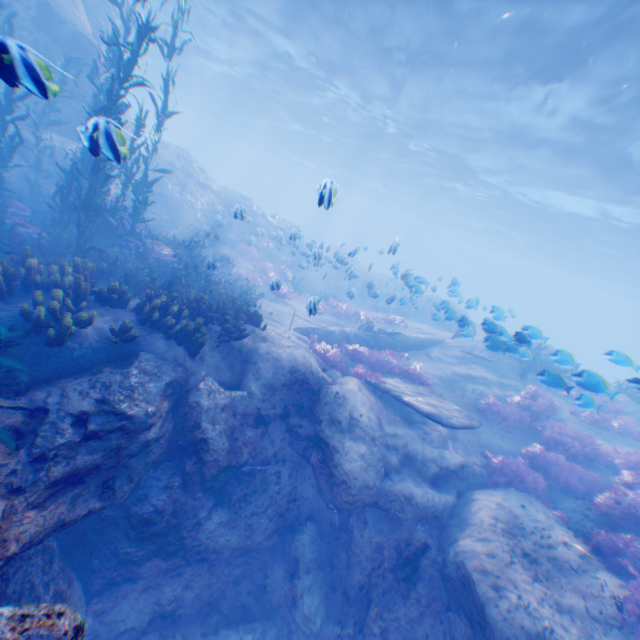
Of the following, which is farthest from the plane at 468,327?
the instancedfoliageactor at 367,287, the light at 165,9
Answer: the light at 165,9

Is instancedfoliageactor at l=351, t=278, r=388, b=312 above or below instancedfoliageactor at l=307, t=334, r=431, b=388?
above

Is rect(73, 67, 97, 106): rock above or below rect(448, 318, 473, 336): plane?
above

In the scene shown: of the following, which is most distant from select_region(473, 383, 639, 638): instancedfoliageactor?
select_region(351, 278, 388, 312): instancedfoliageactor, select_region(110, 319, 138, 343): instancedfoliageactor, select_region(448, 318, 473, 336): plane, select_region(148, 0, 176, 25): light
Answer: select_region(148, 0, 176, 25): light

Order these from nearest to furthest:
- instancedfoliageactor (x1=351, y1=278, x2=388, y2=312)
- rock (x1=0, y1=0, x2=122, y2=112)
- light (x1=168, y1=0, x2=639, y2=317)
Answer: rock (x1=0, y1=0, x2=122, y2=112) → light (x1=168, y1=0, x2=639, y2=317) → instancedfoliageactor (x1=351, y1=278, x2=388, y2=312)

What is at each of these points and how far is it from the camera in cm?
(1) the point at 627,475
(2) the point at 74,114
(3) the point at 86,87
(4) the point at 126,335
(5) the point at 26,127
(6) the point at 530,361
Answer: (1) instancedfoliageactor, 890
(2) rock, 1361
(3) rock, 1338
(4) instancedfoliageactor, 620
(5) rock, 1390
(6) instancedfoliageactor, 1480

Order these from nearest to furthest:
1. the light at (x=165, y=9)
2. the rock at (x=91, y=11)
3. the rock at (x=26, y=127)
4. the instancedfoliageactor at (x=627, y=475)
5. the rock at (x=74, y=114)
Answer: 1. the rock at (x=91, y=11)
2. the instancedfoliageactor at (x=627, y=475)
3. the rock at (x=26, y=127)
4. the rock at (x=74, y=114)
5. the light at (x=165, y=9)

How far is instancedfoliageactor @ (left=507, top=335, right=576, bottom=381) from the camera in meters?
7.4
